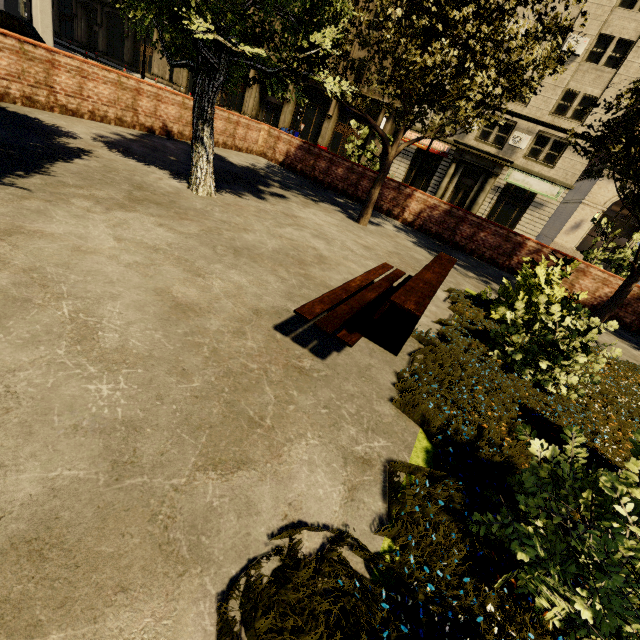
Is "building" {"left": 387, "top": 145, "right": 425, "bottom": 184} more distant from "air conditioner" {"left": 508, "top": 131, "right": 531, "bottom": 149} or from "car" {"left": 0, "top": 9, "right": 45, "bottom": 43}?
"car" {"left": 0, "top": 9, "right": 45, "bottom": 43}

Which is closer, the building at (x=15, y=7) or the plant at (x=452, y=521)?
the plant at (x=452, y=521)

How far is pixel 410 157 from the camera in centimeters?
2856cm

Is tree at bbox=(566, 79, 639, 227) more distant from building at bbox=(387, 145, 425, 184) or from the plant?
building at bbox=(387, 145, 425, 184)

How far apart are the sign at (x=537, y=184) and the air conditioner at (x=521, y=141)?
1.28m

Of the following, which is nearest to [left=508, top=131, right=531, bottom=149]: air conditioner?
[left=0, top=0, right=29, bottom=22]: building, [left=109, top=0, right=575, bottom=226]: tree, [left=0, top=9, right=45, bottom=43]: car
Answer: [left=109, top=0, right=575, bottom=226]: tree

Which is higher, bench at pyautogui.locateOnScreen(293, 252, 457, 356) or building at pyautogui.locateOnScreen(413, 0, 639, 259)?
building at pyautogui.locateOnScreen(413, 0, 639, 259)

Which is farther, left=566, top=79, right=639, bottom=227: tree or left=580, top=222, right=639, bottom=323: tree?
left=580, top=222, right=639, bottom=323: tree
